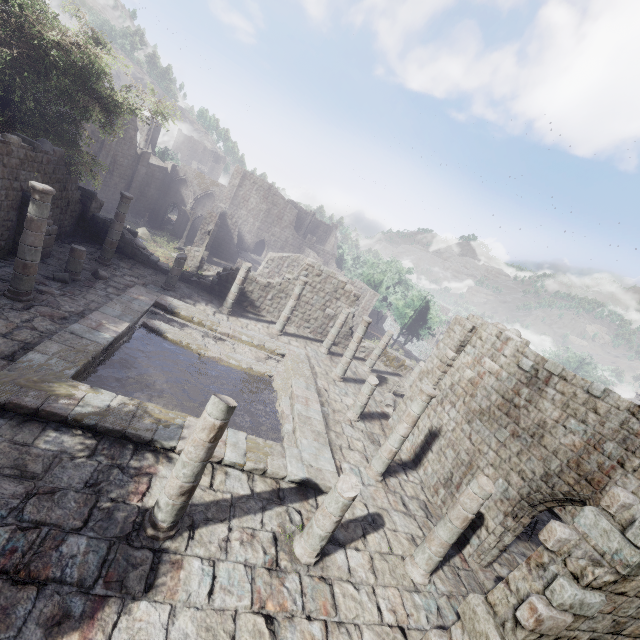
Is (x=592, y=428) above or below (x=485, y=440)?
above

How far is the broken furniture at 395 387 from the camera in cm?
2070

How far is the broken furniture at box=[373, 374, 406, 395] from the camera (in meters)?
20.70

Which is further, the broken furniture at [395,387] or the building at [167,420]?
the broken furniture at [395,387]

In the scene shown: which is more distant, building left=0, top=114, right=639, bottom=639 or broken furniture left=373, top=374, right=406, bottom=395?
broken furniture left=373, top=374, right=406, bottom=395
